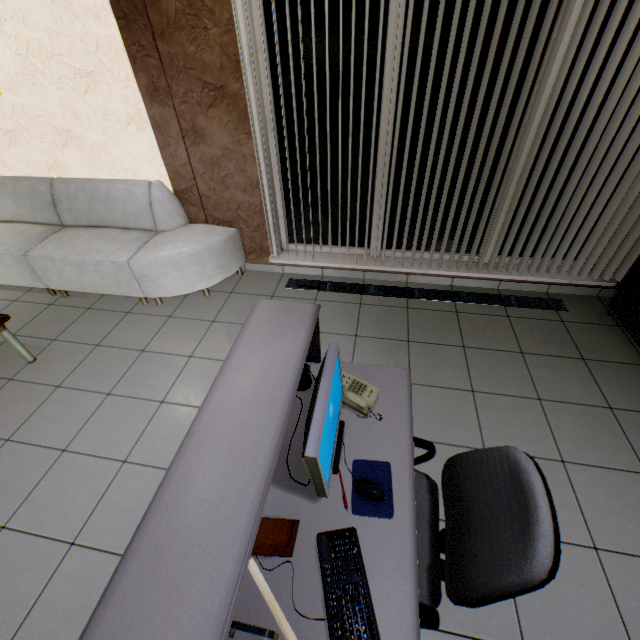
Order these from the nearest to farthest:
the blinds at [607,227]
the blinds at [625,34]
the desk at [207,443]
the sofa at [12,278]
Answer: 1. the desk at [207,443]
2. the blinds at [625,34]
3. the blinds at [607,227]
4. the sofa at [12,278]

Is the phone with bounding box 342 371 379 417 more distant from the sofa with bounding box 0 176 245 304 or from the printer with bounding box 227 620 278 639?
the sofa with bounding box 0 176 245 304

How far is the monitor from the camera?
1.1 meters

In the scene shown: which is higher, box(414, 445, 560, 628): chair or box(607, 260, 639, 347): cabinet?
box(414, 445, 560, 628): chair

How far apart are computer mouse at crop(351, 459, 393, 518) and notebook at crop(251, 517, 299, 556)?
0.2 meters

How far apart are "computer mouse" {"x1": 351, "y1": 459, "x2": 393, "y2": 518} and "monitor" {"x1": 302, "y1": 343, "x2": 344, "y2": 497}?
0.1m

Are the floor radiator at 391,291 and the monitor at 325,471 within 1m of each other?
no

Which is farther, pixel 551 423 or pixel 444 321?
pixel 444 321
